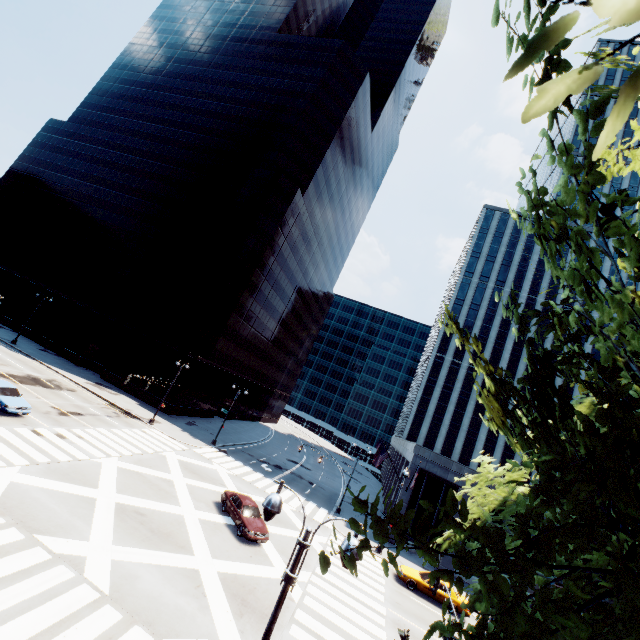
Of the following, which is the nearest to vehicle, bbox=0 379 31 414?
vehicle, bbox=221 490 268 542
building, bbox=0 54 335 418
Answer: vehicle, bbox=221 490 268 542

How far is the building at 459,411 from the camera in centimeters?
3316cm

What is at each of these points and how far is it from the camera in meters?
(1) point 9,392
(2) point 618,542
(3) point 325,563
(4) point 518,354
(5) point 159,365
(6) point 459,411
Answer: (1) vehicle, 23.3
(2) tree, 3.9
(3) tree, 4.0
(4) building, 57.9
(5) building, 45.0
(6) building, 56.5

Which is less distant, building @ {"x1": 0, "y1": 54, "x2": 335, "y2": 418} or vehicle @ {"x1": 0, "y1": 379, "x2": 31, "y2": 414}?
vehicle @ {"x1": 0, "y1": 379, "x2": 31, "y2": 414}

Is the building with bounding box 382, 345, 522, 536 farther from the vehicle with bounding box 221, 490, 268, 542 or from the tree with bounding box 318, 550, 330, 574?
the tree with bounding box 318, 550, 330, 574

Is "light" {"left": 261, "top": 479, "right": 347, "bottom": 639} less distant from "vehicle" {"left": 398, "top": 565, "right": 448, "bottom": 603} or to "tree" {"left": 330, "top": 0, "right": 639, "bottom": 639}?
"tree" {"left": 330, "top": 0, "right": 639, "bottom": 639}

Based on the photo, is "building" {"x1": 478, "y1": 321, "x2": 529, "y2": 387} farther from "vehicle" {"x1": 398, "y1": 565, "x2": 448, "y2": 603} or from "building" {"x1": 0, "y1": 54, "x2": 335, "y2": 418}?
"building" {"x1": 0, "y1": 54, "x2": 335, "y2": 418}

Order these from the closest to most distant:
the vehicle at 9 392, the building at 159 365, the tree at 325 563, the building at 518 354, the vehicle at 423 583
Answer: the tree at 325 563 < the vehicle at 9 392 < the vehicle at 423 583 < the building at 159 365 < the building at 518 354
